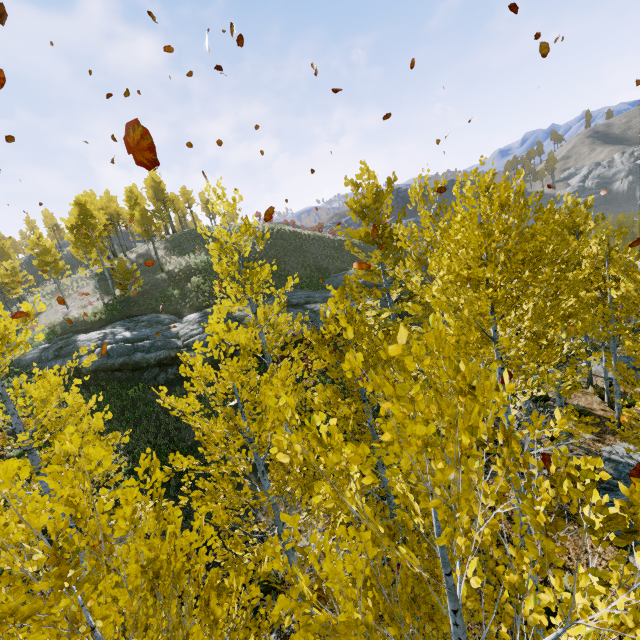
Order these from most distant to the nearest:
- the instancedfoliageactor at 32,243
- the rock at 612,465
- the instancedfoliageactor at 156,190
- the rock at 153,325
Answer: the instancedfoliageactor at 32,243 → the instancedfoliageactor at 156,190 → the rock at 153,325 → the rock at 612,465

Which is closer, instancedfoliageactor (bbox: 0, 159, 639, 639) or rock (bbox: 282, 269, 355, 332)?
instancedfoliageactor (bbox: 0, 159, 639, 639)

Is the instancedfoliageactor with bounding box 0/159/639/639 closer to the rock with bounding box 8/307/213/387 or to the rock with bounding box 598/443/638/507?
the rock with bounding box 598/443/638/507

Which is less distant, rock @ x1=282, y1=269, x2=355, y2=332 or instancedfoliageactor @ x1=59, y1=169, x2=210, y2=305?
rock @ x1=282, y1=269, x2=355, y2=332

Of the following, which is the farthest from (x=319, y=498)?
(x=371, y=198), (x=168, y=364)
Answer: (x=168, y=364)

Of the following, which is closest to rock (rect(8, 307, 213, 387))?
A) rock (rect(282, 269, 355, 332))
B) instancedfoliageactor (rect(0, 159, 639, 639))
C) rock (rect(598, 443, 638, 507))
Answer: rock (rect(282, 269, 355, 332))

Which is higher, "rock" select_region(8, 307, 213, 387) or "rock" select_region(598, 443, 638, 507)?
"rock" select_region(8, 307, 213, 387)

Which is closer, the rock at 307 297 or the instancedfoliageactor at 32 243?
the rock at 307 297
